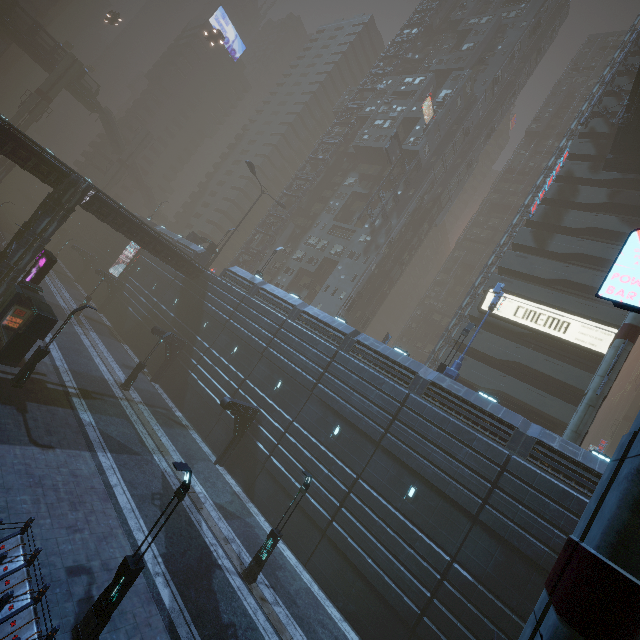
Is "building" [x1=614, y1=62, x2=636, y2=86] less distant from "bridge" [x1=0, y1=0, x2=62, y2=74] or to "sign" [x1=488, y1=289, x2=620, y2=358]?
"sign" [x1=488, y1=289, x2=620, y2=358]

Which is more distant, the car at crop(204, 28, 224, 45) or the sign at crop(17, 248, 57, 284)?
the car at crop(204, 28, 224, 45)

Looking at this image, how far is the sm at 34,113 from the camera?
51.8 meters

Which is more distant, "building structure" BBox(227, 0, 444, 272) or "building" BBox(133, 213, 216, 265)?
"building structure" BBox(227, 0, 444, 272)

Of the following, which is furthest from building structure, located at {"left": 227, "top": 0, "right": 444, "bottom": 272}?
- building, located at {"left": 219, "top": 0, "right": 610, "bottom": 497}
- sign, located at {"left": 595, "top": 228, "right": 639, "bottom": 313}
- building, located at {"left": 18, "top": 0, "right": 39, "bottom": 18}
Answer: building, located at {"left": 18, "top": 0, "right": 39, "bottom": 18}

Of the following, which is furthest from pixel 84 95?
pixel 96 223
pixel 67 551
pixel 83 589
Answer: pixel 83 589

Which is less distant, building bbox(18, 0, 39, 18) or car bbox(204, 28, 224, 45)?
car bbox(204, 28, 224, 45)

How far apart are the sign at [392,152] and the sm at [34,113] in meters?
54.1
